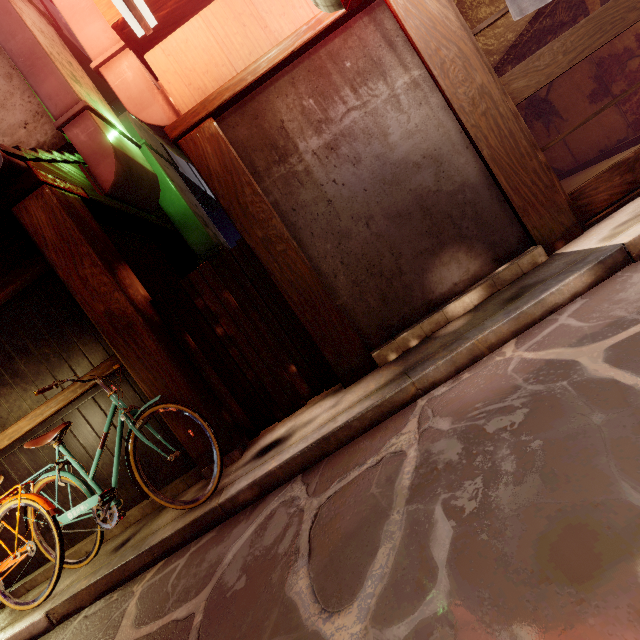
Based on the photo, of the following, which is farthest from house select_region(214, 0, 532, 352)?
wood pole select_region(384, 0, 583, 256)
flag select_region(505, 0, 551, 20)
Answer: flag select_region(505, 0, 551, 20)

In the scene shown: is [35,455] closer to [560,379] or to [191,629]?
[191,629]

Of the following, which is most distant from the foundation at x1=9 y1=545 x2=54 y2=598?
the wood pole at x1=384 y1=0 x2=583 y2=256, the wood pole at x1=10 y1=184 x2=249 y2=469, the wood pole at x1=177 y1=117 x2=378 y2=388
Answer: the wood pole at x1=384 y1=0 x2=583 y2=256

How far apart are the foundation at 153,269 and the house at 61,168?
0.5m

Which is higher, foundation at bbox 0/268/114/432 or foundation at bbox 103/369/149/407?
foundation at bbox 0/268/114/432

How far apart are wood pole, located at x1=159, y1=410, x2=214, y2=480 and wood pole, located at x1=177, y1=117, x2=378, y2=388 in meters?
2.2

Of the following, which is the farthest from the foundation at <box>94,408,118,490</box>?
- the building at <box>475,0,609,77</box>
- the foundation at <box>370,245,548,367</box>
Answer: the building at <box>475,0,609,77</box>

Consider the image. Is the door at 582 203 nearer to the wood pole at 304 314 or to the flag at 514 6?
the flag at 514 6
